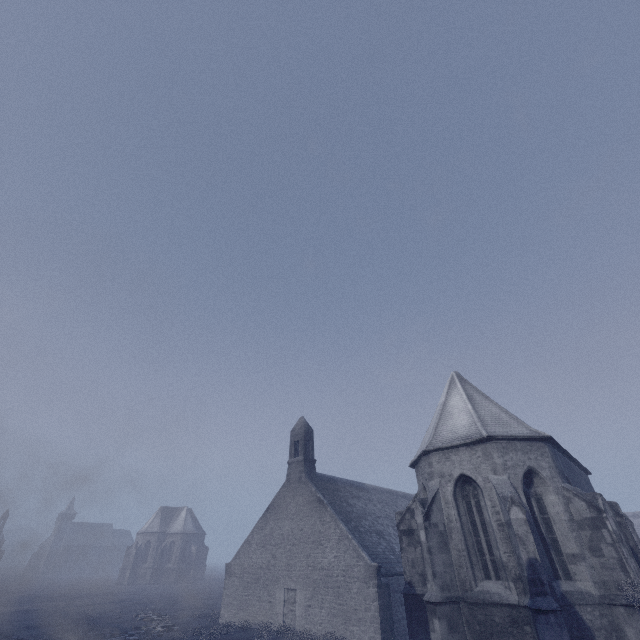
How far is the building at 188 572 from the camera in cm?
5600

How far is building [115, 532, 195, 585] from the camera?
56.0 meters

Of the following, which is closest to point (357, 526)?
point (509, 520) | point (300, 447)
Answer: point (300, 447)
